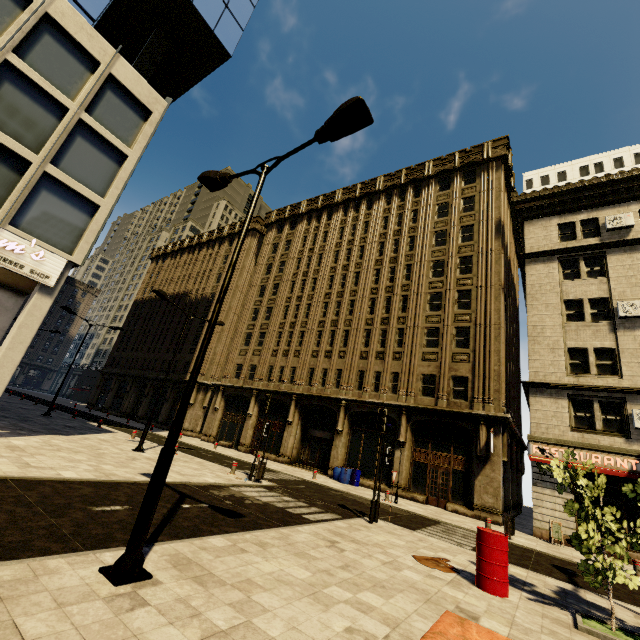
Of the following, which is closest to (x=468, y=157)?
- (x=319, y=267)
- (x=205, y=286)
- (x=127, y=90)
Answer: (x=319, y=267)

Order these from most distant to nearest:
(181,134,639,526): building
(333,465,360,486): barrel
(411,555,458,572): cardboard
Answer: (333,465,360,486): barrel
(181,134,639,526): building
(411,555,458,572): cardboard

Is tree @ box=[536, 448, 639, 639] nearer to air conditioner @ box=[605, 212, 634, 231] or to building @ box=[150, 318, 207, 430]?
building @ box=[150, 318, 207, 430]

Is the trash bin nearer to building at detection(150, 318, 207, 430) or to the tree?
building at detection(150, 318, 207, 430)

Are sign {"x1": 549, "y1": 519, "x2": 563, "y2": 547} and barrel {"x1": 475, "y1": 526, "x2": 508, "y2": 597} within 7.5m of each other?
no

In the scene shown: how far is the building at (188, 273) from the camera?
43.06m

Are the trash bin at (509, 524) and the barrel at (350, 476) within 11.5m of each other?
yes

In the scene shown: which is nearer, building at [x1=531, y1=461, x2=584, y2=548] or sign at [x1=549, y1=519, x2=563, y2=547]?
sign at [x1=549, y1=519, x2=563, y2=547]
